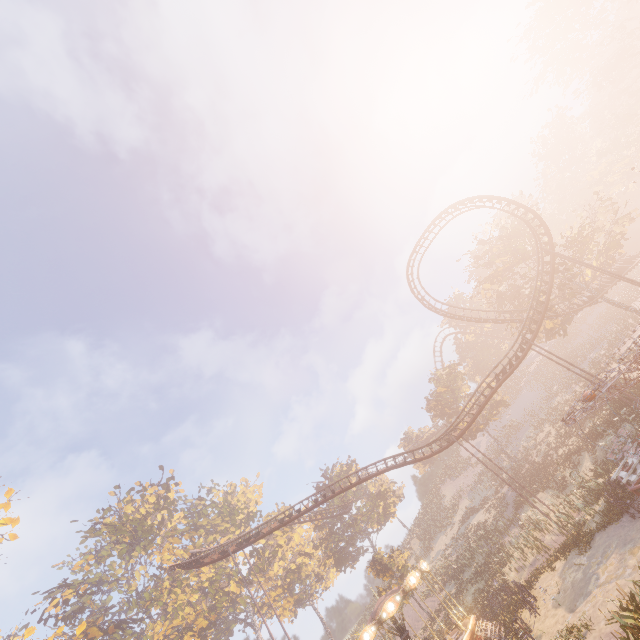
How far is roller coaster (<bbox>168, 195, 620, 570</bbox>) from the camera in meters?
27.5

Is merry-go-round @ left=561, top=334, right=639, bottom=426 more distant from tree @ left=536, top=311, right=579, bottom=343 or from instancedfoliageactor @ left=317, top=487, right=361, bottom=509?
instancedfoliageactor @ left=317, top=487, right=361, bottom=509

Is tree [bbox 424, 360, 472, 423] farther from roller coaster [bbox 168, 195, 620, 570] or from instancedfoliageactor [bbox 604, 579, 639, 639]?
instancedfoliageactor [bbox 604, 579, 639, 639]

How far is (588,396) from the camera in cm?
1518

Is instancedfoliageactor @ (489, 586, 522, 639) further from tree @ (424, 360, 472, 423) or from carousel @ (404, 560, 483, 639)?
tree @ (424, 360, 472, 423)

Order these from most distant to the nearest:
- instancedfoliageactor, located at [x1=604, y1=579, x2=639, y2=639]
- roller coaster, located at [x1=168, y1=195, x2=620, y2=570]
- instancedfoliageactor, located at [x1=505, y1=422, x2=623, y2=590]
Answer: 1. roller coaster, located at [x1=168, y1=195, x2=620, y2=570]
2. instancedfoliageactor, located at [x1=505, y1=422, x2=623, y2=590]
3. instancedfoliageactor, located at [x1=604, y1=579, x2=639, y2=639]

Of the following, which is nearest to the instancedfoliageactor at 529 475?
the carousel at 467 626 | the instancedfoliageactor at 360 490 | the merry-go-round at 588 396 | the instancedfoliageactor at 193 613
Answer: the carousel at 467 626

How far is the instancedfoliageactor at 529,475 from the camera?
17.74m
